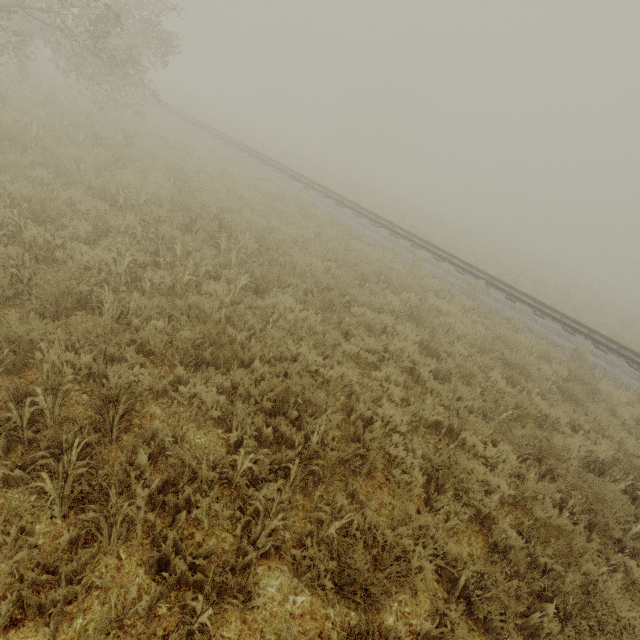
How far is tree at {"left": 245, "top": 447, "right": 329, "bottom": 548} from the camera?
2.7 meters

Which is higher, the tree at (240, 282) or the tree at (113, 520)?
the tree at (240, 282)

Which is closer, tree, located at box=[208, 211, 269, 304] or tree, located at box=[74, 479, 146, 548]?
tree, located at box=[74, 479, 146, 548]

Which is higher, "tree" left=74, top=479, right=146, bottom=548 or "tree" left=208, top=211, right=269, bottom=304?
"tree" left=208, top=211, right=269, bottom=304

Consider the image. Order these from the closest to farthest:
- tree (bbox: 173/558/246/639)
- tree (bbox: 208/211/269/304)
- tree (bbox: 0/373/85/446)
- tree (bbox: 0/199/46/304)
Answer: tree (bbox: 173/558/246/639) < tree (bbox: 0/373/85/446) < tree (bbox: 0/199/46/304) < tree (bbox: 208/211/269/304)

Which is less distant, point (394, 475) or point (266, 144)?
point (394, 475)

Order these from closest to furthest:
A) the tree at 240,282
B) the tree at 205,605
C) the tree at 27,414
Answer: the tree at 205,605 < the tree at 27,414 < the tree at 240,282
